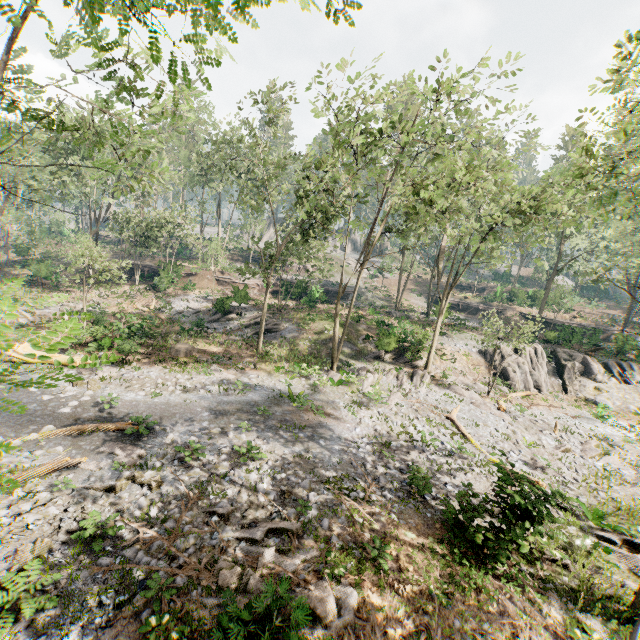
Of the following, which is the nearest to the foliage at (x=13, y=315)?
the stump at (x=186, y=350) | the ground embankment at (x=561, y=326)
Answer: the ground embankment at (x=561, y=326)

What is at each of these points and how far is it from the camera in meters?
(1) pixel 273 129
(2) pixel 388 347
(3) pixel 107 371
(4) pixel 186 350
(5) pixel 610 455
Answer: (1) foliage, 19.1
(2) foliage, 27.2
(3) foliage, 18.7
(4) stump, 22.8
(5) foliage, 17.1

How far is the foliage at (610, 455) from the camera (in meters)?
16.78

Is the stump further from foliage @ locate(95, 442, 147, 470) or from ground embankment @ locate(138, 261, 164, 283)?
ground embankment @ locate(138, 261, 164, 283)

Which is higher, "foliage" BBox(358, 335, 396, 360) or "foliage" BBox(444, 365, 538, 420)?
"foliage" BBox(358, 335, 396, 360)

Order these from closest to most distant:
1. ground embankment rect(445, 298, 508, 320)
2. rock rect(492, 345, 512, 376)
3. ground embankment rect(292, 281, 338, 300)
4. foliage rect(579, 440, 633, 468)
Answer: foliage rect(579, 440, 633, 468)
rock rect(492, 345, 512, 376)
ground embankment rect(292, 281, 338, 300)
ground embankment rect(445, 298, 508, 320)

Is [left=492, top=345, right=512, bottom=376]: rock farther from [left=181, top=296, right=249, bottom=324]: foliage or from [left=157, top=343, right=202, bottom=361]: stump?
[left=157, top=343, right=202, bottom=361]: stump

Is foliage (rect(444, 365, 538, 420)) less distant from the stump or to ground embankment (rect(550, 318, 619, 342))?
ground embankment (rect(550, 318, 619, 342))
